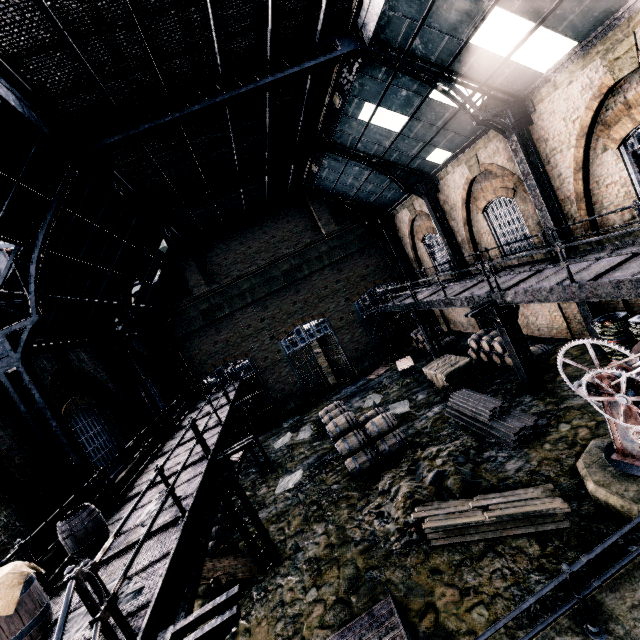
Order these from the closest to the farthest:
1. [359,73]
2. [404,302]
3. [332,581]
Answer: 1. [332,581]
2. [359,73]
3. [404,302]

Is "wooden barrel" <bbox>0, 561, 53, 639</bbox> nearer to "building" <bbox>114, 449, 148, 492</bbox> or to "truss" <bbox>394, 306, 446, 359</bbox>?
"building" <bbox>114, 449, 148, 492</bbox>

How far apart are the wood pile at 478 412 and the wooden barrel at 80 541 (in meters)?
10.81

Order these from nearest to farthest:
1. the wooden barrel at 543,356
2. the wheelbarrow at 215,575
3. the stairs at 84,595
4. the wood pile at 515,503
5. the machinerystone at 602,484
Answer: the stairs at 84,595, the machinerystone at 602,484, the wood pile at 515,503, the wheelbarrow at 215,575, the wooden barrel at 543,356

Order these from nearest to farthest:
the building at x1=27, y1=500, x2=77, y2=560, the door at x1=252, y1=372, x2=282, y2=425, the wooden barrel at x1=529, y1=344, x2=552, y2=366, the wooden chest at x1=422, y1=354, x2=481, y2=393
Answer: the building at x1=27, y1=500, x2=77, y2=560 < the wooden barrel at x1=529, y1=344, x2=552, y2=366 < the wooden chest at x1=422, y1=354, x2=481, y2=393 < the door at x1=252, y1=372, x2=282, y2=425

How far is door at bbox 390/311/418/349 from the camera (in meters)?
23.84

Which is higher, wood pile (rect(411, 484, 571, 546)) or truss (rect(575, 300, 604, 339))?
truss (rect(575, 300, 604, 339))

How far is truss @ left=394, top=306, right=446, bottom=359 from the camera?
17.0 meters
